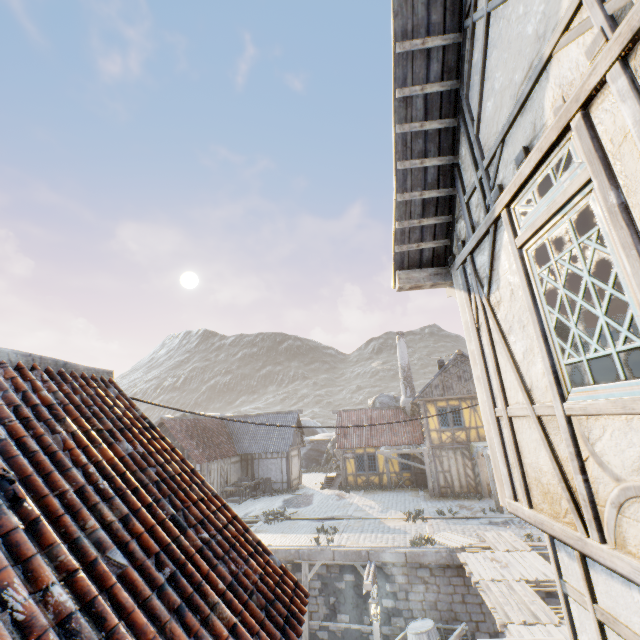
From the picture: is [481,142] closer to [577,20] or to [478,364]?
[577,20]

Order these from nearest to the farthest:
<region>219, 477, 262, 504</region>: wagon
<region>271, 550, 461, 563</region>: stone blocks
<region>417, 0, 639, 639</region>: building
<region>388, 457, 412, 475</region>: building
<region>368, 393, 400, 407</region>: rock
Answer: <region>417, 0, 639, 639</region>: building
<region>271, 550, 461, 563</region>: stone blocks
<region>219, 477, 262, 504</region>: wagon
<region>388, 457, 412, 475</region>: building
<region>368, 393, 400, 407</region>: rock

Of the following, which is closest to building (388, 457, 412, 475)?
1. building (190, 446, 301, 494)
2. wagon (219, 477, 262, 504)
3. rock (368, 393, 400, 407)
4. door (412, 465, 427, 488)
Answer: door (412, 465, 427, 488)

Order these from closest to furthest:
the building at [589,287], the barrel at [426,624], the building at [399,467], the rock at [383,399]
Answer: the building at [589,287] < the barrel at [426,624] < the building at [399,467] < the rock at [383,399]

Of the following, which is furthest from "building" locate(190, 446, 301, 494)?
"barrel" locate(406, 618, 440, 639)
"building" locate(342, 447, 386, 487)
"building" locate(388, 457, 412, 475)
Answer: "barrel" locate(406, 618, 440, 639)

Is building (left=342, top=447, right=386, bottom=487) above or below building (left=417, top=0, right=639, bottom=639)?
below

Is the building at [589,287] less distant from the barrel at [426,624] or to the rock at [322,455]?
the barrel at [426,624]

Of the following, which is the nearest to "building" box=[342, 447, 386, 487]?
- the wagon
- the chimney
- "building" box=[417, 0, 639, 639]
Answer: the chimney
